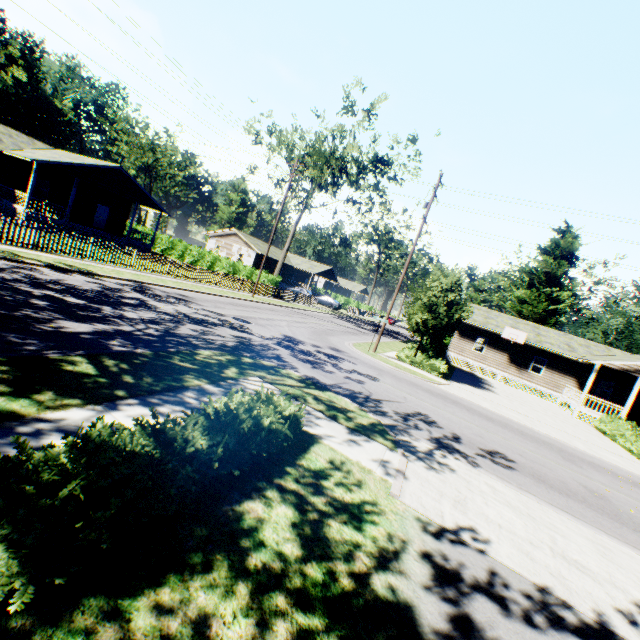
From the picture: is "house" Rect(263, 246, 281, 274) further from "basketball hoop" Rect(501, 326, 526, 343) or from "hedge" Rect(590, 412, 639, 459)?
"hedge" Rect(590, 412, 639, 459)

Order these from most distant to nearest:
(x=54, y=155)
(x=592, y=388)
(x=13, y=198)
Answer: (x=592, y=388), (x=54, y=155), (x=13, y=198)

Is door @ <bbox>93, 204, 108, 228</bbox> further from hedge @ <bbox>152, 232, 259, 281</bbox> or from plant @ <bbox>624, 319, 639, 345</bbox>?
plant @ <bbox>624, 319, 639, 345</bbox>

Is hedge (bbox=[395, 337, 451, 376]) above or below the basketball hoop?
below

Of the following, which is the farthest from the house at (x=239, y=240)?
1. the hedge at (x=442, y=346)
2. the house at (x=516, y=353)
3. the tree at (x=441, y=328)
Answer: the tree at (x=441, y=328)

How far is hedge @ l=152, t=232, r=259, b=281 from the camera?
34.9m

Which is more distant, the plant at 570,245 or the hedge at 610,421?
the plant at 570,245

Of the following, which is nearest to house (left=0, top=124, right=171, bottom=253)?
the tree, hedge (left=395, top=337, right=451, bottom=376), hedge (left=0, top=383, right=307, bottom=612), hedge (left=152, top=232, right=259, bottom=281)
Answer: hedge (left=152, top=232, right=259, bottom=281)
